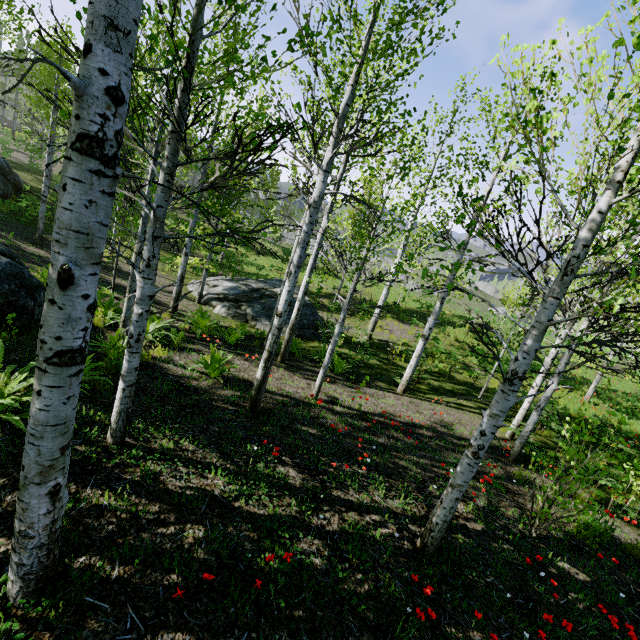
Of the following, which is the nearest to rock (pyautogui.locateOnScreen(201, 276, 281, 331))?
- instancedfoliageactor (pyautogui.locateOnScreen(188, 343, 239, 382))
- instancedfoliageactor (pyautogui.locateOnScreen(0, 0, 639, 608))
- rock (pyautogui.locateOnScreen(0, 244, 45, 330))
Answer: instancedfoliageactor (pyautogui.locateOnScreen(0, 0, 639, 608))

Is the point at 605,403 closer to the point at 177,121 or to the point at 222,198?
the point at 222,198

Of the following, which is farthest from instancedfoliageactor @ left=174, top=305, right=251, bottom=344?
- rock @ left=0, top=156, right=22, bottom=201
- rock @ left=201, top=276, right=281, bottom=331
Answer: rock @ left=0, top=156, right=22, bottom=201

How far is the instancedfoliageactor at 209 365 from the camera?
6.6 meters

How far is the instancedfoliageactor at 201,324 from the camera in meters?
9.3 m

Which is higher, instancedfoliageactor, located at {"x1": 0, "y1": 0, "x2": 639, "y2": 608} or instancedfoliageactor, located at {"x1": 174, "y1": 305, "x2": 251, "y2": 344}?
instancedfoliageactor, located at {"x1": 0, "y1": 0, "x2": 639, "y2": 608}

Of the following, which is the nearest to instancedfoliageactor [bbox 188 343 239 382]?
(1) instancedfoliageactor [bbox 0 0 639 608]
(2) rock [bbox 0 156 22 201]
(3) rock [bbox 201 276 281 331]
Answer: (1) instancedfoliageactor [bbox 0 0 639 608]

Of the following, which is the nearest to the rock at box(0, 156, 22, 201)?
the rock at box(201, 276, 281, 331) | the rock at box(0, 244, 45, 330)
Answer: the rock at box(0, 244, 45, 330)
